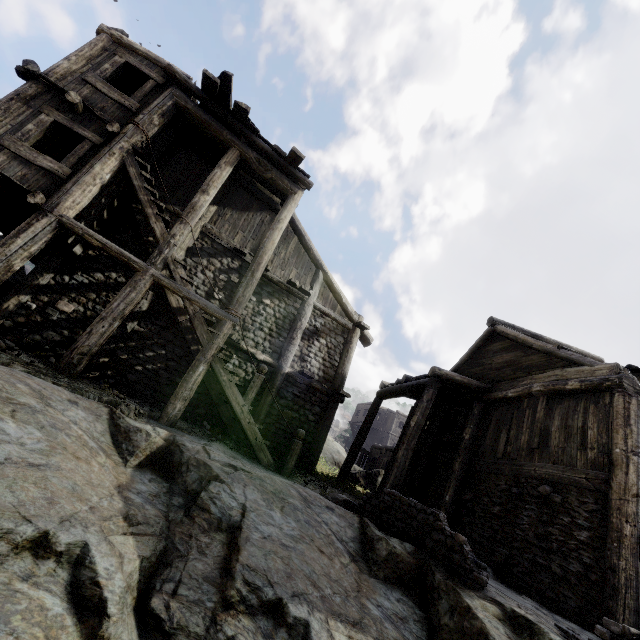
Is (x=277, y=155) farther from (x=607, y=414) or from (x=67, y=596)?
(x=607, y=414)

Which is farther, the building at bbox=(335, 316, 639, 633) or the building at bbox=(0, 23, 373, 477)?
the building at bbox=(0, 23, 373, 477)

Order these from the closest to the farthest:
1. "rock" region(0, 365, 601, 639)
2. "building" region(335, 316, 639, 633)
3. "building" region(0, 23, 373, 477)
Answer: "rock" region(0, 365, 601, 639), "building" region(335, 316, 639, 633), "building" region(0, 23, 373, 477)

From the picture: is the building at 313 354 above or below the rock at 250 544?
above

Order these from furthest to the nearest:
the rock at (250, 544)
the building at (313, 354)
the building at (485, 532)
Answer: the building at (313, 354) < the building at (485, 532) < the rock at (250, 544)

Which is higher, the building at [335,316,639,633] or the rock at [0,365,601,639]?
the building at [335,316,639,633]

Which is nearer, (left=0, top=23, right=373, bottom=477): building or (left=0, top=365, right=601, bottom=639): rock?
(left=0, top=365, right=601, bottom=639): rock
